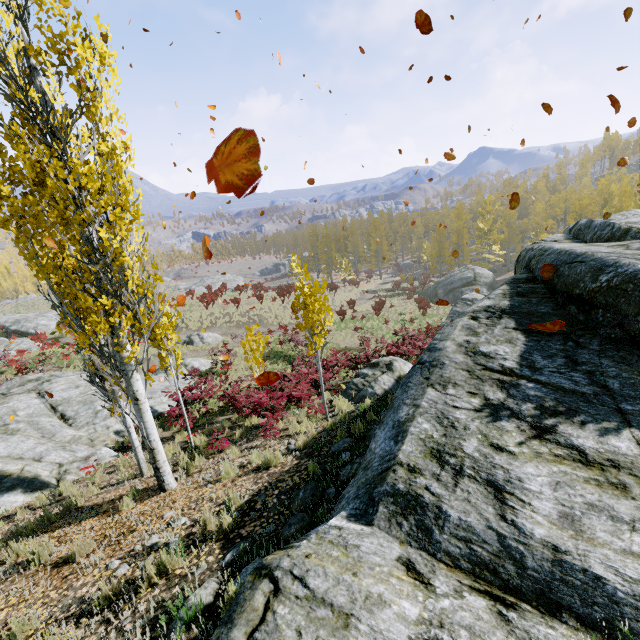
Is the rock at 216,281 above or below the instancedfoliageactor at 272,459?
below

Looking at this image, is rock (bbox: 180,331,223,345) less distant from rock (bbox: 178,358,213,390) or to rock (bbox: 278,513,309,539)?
rock (bbox: 178,358,213,390)

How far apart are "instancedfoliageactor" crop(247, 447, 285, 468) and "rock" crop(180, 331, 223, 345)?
22.54m

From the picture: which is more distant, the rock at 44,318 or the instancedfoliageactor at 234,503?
the rock at 44,318

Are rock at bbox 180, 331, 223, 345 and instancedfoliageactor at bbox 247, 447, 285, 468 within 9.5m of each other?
no

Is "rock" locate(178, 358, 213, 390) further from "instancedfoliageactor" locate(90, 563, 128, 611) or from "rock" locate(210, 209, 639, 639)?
"rock" locate(210, 209, 639, 639)

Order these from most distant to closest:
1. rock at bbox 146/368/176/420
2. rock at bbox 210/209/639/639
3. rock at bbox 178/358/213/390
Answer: rock at bbox 178/358/213/390 < rock at bbox 146/368/176/420 < rock at bbox 210/209/639/639

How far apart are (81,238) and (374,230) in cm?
5481
